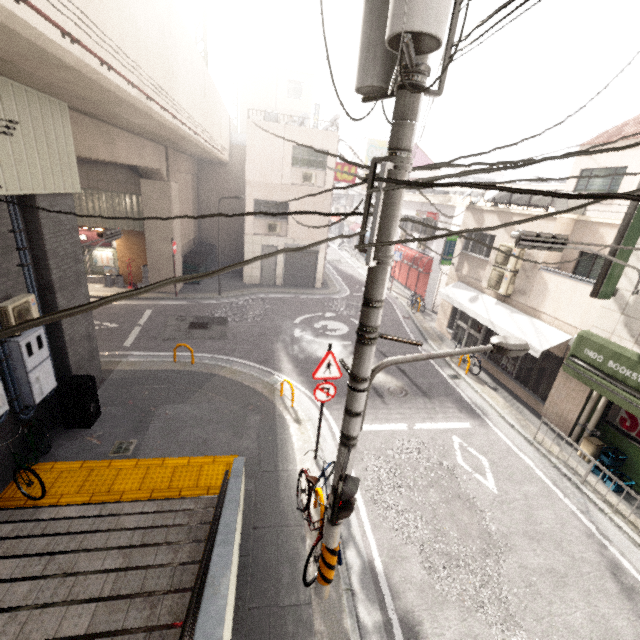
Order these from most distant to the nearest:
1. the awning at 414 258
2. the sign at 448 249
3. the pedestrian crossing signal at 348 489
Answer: the awning at 414 258 < the sign at 448 249 < the pedestrian crossing signal at 348 489

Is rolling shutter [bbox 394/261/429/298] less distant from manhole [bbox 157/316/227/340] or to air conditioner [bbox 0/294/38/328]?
manhole [bbox 157/316/227/340]

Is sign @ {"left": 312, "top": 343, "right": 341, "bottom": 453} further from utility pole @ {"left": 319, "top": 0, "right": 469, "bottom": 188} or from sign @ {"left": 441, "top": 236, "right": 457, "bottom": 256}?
sign @ {"left": 441, "top": 236, "right": 457, "bottom": 256}

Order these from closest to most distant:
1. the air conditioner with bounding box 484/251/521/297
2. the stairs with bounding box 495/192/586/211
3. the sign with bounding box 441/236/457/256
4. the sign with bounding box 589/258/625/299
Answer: the sign with bounding box 589/258/625/299 < the stairs with bounding box 495/192/586/211 < the air conditioner with bounding box 484/251/521/297 < the sign with bounding box 441/236/457/256

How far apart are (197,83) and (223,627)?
14.4 meters

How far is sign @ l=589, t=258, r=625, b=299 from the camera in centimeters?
705cm

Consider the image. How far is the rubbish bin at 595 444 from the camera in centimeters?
821cm

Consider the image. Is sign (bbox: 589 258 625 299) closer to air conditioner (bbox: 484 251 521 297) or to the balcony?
the balcony
